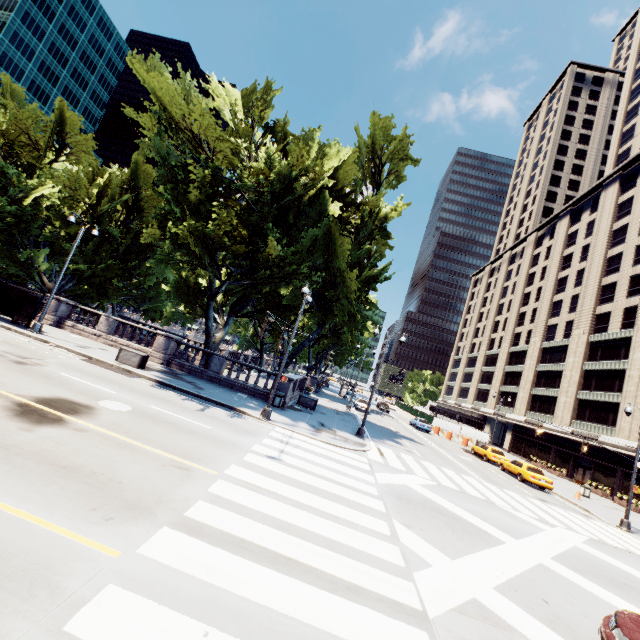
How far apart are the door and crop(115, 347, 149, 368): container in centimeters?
4623cm

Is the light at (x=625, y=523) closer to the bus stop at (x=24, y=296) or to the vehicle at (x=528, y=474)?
the vehicle at (x=528, y=474)

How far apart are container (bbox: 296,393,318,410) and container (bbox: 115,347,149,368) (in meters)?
11.45

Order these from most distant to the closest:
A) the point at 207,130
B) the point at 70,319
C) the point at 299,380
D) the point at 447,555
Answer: the point at 299,380, the point at 70,319, the point at 207,130, the point at 447,555

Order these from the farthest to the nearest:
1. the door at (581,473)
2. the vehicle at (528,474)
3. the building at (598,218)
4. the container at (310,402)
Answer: the door at (581,473), the building at (598,218), the container at (310,402), the vehicle at (528,474)

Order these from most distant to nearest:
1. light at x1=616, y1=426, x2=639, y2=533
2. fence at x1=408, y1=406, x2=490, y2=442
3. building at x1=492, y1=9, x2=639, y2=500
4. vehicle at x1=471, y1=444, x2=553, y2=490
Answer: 1. fence at x1=408, y1=406, x2=490, y2=442
2. building at x1=492, y1=9, x2=639, y2=500
3. vehicle at x1=471, y1=444, x2=553, y2=490
4. light at x1=616, y1=426, x2=639, y2=533

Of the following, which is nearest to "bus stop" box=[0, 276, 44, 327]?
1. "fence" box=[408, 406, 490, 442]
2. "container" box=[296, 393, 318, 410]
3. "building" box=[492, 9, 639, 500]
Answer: "container" box=[296, 393, 318, 410]

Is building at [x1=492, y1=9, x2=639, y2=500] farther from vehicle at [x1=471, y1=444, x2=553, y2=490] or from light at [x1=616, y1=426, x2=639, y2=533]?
vehicle at [x1=471, y1=444, x2=553, y2=490]
